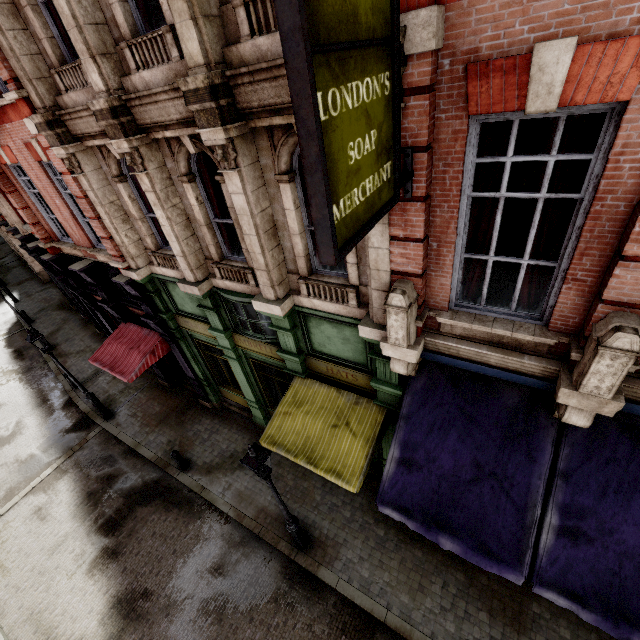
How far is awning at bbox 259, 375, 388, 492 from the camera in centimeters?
662cm

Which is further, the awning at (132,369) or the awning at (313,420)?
the awning at (132,369)

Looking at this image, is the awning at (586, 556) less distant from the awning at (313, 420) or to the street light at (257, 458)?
the awning at (313, 420)

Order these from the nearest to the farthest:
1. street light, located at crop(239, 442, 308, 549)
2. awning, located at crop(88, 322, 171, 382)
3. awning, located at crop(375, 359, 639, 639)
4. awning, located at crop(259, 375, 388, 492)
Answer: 1. awning, located at crop(375, 359, 639, 639)
2. street light, located at crop(239, 442, 308, 549)
3. awning, located at crop(259, 375, 388, 492)
4. awning, located at crop(88, 322, 171, 382)

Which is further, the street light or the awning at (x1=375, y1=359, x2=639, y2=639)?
the street light

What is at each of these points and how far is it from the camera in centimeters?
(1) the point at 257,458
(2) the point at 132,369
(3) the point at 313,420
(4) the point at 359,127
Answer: (1) street light, 577cm
(2) awning, 1059cm
(3) awning, 735cm
(4) sign, 253cm

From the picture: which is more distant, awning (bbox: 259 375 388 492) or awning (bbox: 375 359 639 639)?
awning (bbox: 259 375 388 492)

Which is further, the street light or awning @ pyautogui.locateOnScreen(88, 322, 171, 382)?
awning @ pyautogui.locateOnScreen(88, 322, 171, 382)
